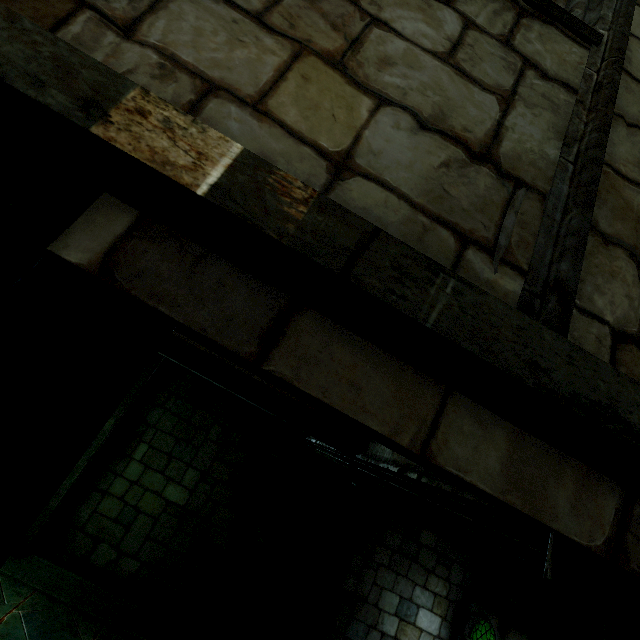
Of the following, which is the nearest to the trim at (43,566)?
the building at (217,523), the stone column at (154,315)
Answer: the building at (217,523)

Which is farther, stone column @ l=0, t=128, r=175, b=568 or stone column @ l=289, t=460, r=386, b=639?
stone column @ l=289, t=460, r=386, b=639

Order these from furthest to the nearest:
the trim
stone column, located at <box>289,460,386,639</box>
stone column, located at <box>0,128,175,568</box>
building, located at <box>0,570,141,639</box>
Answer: the trim, building, located at <box>0,570,141,639</box>, stone column, located at <box>289,460,386,639</box>, stone column, located at <box>0,128,175,568</box>

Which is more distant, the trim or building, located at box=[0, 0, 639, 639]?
the trim

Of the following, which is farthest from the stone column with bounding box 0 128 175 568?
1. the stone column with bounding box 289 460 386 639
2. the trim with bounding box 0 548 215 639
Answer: the trim with bounding box 0 548 215 639

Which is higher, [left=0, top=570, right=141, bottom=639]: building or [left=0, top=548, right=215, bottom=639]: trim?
[left=0, top=548, right=215, bottom=639]: trim

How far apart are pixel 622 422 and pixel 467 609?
8.8m

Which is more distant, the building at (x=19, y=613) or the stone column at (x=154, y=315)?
the building at (x=19, y=613)
